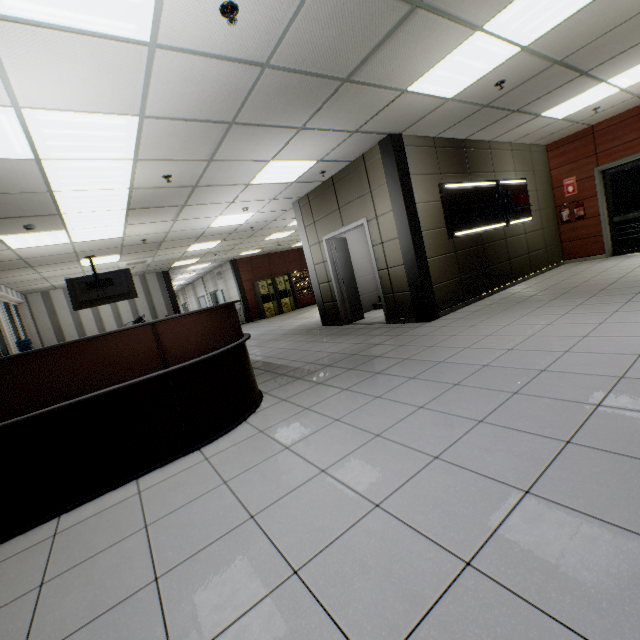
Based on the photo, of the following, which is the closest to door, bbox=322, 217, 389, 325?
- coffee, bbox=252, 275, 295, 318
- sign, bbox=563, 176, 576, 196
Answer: sign, bbox=563, 176, 576, 196

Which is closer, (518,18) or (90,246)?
(518,18)

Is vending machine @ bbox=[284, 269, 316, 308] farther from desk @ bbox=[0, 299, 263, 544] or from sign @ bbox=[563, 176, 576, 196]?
sign @ bbox=[563, 176, 576, 196]

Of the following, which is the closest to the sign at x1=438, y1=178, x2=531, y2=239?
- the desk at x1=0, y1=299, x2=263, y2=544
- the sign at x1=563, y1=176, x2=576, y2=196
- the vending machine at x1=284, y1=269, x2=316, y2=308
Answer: the sign at x1=563, y1=176, x2=576, y2=196

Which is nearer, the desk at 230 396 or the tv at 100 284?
the desk at 230 396

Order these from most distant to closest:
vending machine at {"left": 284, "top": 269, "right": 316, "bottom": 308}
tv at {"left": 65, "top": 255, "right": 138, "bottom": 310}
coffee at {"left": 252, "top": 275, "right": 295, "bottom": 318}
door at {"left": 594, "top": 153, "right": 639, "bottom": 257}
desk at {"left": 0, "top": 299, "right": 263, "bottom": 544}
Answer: vending machine at {"left": 284, "top": 269, "right": 316, "bottom": 308}
coffee at {"left": 252, "top": 275, "right": 295, "bottom": 318}
tv at {"left": 65, "top": 255, "right": 138, "bottom": 310}
door at {"left": 594, "top": 153, "right": 639, "bottom": 257}
desk at {"left": 0, "top": 299, "right": 263, "bottom": 544}

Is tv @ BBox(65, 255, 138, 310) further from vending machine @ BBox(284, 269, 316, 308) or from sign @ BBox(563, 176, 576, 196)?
sign @ BBox(563, 176, 576, 196)

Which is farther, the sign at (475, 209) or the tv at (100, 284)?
the tv at (100, 284)
